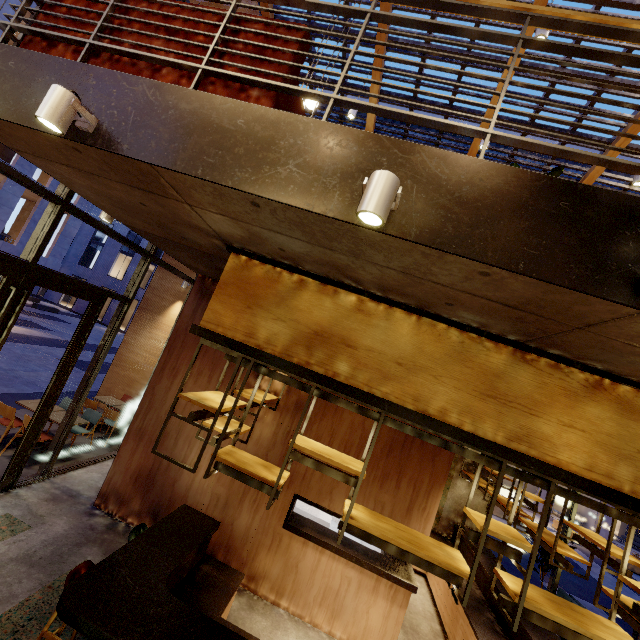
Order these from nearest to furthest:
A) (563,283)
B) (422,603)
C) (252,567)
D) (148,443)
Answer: (563,283)
(252,567)
(148,443)
(422,603)

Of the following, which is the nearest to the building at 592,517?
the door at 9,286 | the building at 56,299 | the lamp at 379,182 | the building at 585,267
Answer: the building at 56,299

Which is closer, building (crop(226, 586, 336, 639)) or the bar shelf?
the bar shelf

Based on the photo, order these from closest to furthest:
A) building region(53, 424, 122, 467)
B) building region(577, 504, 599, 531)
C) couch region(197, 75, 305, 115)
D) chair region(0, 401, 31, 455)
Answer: couch region(197, 75, 305, 115) < chair region(0, 401, 31, 455) < building region(53, 424, 122, 467) < building region(577, 504, 599, 531)

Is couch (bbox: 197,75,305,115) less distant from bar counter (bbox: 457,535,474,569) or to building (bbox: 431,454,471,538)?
building (bbox: 431,454,471,538)

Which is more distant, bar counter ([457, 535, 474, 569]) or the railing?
bar counter ([457, 535, 474, 569])

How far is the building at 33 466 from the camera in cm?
596

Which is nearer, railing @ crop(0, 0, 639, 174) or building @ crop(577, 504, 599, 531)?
railing @ crop(0, 0, 639, 174)
